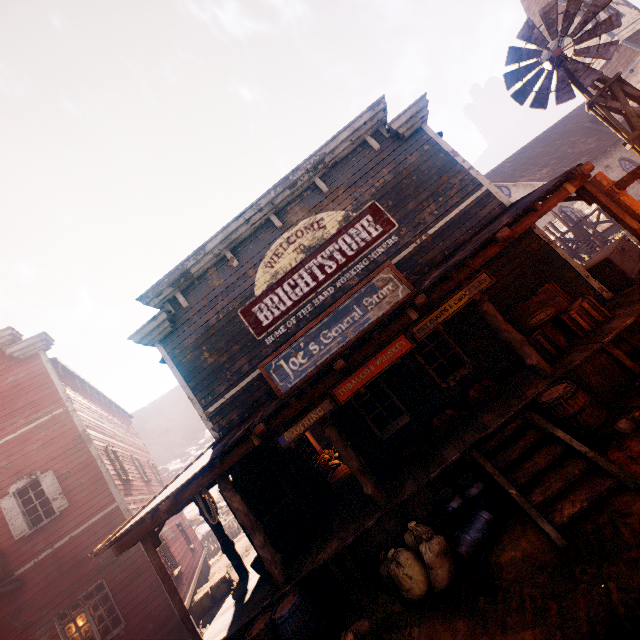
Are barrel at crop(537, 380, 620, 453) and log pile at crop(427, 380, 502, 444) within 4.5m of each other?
yes

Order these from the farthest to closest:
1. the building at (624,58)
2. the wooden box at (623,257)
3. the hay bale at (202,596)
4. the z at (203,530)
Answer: the z at (203,530)
the building at (624,58)
the hay bale at (202,596)
the wooden box at (623,257)

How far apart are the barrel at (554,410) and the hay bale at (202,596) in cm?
1122

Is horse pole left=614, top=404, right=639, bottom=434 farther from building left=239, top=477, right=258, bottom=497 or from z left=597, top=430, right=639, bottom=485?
building left=239, top=477, right=258, bottom=497

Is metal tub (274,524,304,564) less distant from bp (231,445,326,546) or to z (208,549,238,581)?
bp (231,445,326,546)

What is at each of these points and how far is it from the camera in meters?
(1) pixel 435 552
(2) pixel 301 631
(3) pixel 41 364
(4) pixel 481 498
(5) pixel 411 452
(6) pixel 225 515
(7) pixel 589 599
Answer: (1) burlap sack, 5.0 m
(2) barrel, 5.3 m
(3) building, 12.3 m
(4) milk container, 5.3 m
(5) log pile, 7.3 m
(6) z, 27.9 m
(7) z, 3.3 m

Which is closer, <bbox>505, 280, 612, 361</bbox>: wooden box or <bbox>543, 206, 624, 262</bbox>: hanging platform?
<bbox>505, 280, 612, 361</bbox>: wooden box

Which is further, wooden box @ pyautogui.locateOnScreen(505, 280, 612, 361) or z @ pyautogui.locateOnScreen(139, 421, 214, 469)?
z @ pyautogui.locateOnScreen(139, 421, 214, 469)
